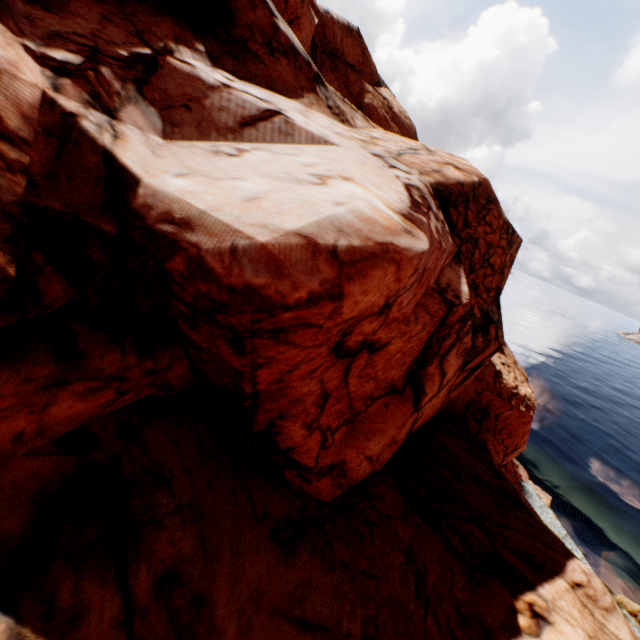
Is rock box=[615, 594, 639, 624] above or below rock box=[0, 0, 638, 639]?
below

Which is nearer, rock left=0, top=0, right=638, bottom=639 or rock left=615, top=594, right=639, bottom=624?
rock left=0, top=0, right=638, bottom=639

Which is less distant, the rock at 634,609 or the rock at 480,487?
the rock at 480,487

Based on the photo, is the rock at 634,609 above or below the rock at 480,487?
below

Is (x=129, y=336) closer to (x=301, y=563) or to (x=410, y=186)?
(x=301, y=563)
